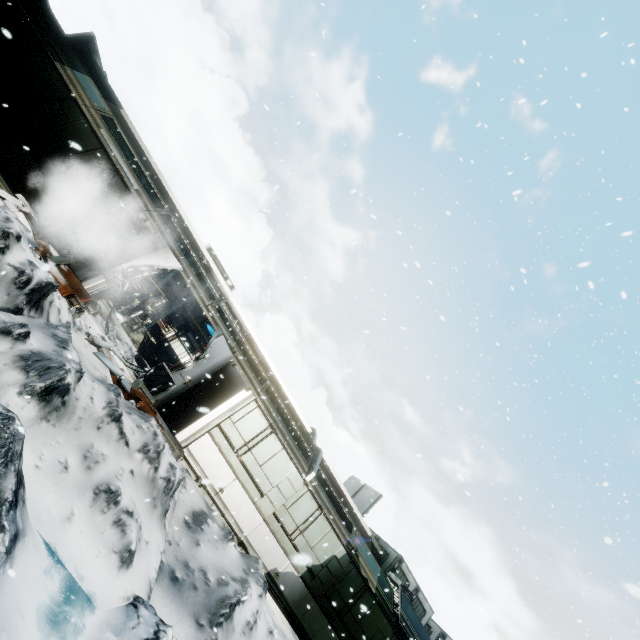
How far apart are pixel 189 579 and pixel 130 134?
14.7m

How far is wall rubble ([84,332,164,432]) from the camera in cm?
775

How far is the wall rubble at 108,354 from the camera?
7.7 meters
